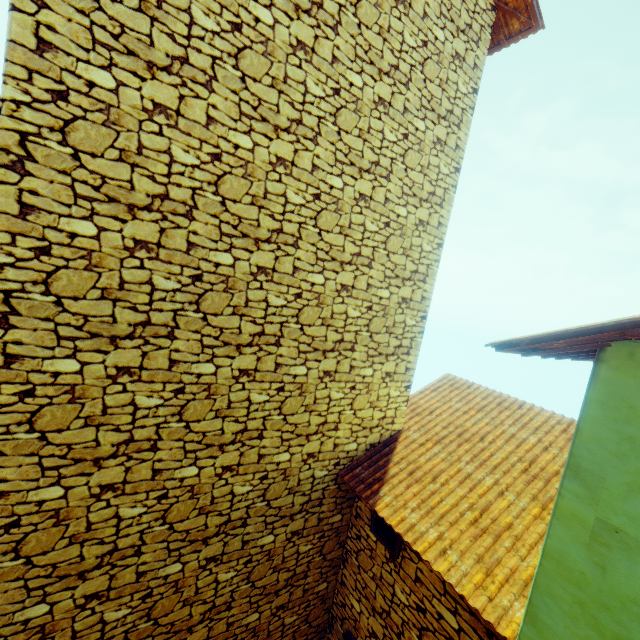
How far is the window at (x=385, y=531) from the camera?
4.6m

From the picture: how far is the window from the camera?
4.6 meters

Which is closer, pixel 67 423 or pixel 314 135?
pixel 67 423
